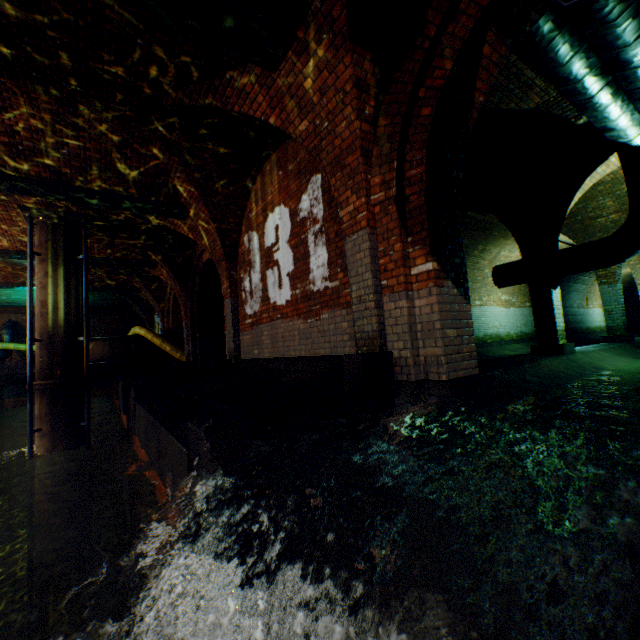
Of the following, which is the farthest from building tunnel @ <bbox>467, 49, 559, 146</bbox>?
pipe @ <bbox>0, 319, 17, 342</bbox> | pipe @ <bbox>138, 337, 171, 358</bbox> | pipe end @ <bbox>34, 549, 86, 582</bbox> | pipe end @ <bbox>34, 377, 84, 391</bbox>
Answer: pipe @ <bbox>0, 319, 17, 342</bbox>

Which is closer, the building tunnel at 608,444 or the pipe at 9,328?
the building tunnel at 608,444

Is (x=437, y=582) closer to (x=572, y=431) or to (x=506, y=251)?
(x=572, y=431)

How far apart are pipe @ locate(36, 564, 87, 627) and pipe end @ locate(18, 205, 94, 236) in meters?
8.4 m

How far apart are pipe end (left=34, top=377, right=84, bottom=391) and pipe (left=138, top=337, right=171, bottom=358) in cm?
552

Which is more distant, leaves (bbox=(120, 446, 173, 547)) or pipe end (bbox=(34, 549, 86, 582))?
pipe end (bbox=(34, 549, 86, 582))

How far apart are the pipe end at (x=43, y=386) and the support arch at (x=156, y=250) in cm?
367

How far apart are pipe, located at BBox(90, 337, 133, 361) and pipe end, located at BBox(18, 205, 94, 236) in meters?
5.9 m
